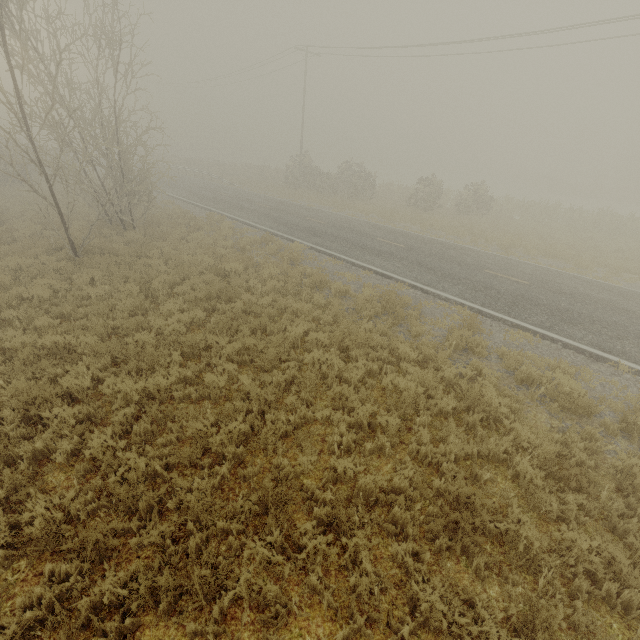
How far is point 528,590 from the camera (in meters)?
3.81
